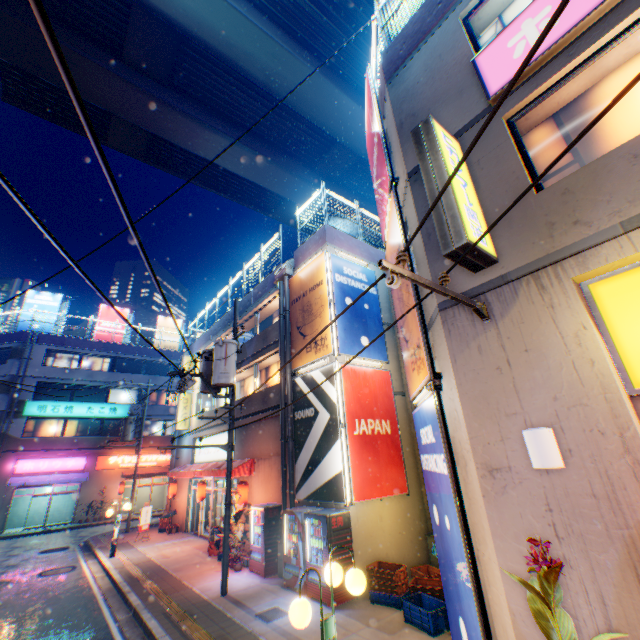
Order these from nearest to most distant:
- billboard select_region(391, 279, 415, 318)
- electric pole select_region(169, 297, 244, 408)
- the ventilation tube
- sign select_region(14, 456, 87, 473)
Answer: billboard select_region(391, 279, 415, 318) → electric pole select_region(169, 297, 244, 408) → the ventilation tube → sign select_region(14, 456, 87, 473)

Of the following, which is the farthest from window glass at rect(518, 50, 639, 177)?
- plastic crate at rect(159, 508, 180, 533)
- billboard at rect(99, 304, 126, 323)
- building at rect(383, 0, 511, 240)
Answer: billboard at rect(99, 304, 126, 323)

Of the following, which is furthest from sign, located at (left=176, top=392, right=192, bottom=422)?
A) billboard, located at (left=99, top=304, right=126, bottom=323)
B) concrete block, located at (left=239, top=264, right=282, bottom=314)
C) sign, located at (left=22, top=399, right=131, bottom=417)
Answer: billboard, located at (left=99, top=304, right=126, bottom=323)

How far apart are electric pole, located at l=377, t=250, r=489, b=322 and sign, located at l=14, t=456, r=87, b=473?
34.88m

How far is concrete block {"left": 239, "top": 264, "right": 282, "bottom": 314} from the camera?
16.72m

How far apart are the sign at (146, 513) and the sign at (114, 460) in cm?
1351

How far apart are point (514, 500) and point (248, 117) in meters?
25.9 m

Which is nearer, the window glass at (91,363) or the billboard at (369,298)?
the billboard at (369,298)
